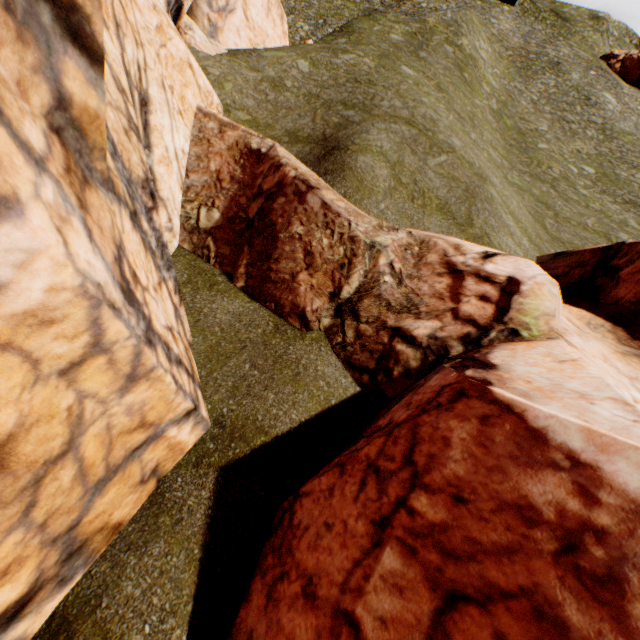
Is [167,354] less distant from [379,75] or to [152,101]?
[152,101]

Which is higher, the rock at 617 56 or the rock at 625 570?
the rock at 617 56

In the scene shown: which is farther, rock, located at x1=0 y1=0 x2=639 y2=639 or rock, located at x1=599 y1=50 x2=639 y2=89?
rock, located at x1=599 y1=50 x2=639 y2=89

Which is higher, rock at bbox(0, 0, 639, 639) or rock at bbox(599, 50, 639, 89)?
rock at bbox(599, 50, 639, 89)

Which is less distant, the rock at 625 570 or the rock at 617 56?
the rock at 625 570
